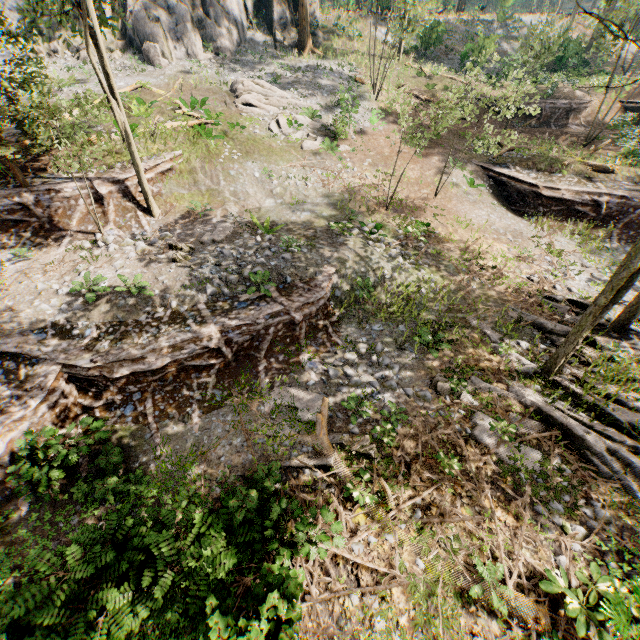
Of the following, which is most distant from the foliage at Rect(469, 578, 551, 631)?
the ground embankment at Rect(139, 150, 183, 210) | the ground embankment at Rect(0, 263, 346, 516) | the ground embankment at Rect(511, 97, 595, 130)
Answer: the ground embankment at Rect(511, 97, 595, 130)

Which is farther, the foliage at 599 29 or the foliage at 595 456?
the foliage at 599 29

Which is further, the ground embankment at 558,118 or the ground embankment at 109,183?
the ground embankment at 558,118

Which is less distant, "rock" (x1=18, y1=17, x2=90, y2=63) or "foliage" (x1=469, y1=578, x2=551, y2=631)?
"foliage" (x1=469, y1=578, x2=551, y2=631)

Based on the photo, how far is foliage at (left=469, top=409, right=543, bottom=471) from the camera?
8.8 meters

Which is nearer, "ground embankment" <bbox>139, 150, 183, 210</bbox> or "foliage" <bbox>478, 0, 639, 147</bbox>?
"foliage" <bbox>478, 0, 639, 147</bbox>

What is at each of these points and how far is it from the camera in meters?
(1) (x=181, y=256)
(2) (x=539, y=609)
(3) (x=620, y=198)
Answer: (1) foliage, 12.5
(2) foliage, 6.5
(3) ground embankment, 17.8
